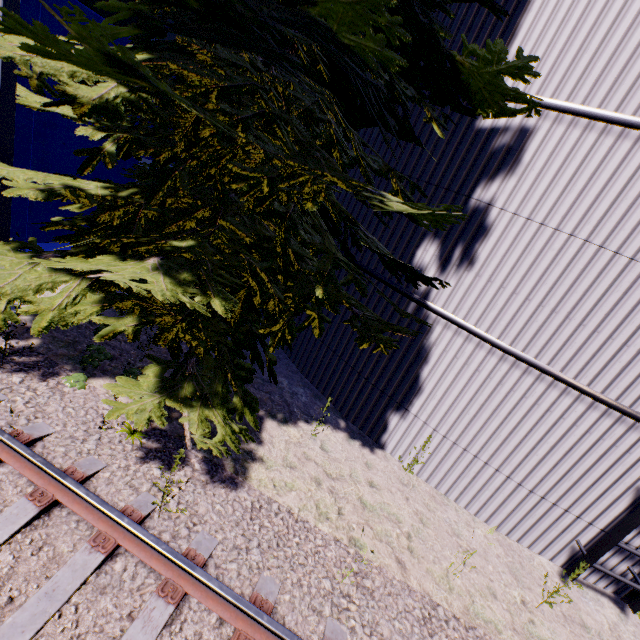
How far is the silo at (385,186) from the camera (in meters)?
5.76

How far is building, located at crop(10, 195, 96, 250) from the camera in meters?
6.6

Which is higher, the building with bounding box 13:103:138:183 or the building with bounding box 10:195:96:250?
the building with bounding box 13:103:138:183

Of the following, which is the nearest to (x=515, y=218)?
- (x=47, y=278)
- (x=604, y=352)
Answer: (x=604, y=352)

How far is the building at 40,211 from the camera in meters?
6.6 m

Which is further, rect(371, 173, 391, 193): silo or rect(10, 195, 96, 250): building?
rect(10, 195, 96, 250): building

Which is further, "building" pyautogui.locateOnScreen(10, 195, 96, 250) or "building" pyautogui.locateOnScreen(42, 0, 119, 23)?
"building" pyautogui.locateOnScreen(10, 195, 96, 250)

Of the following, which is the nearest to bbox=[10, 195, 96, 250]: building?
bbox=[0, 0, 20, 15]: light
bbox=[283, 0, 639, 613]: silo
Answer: bbox=[0, 0, 20, 15]: light
